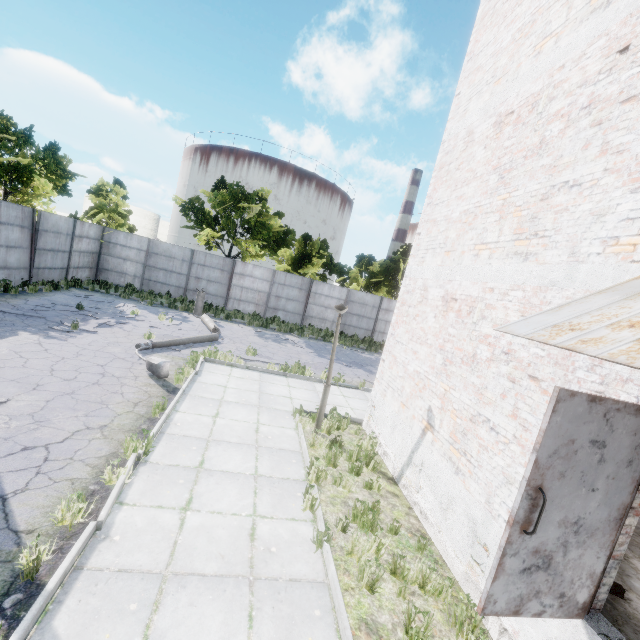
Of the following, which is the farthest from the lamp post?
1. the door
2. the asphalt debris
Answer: the door

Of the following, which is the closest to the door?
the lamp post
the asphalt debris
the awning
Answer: the awning

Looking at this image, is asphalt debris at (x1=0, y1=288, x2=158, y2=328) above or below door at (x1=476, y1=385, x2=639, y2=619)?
below

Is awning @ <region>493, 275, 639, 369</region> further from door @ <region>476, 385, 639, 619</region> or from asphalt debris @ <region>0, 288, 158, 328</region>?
asphalt debris @ <region>0, 288, 158, 328</region>

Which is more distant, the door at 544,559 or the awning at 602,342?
the door at 544,559

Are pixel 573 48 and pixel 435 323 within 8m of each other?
yes

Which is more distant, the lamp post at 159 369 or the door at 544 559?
the lamp post at 159 369
